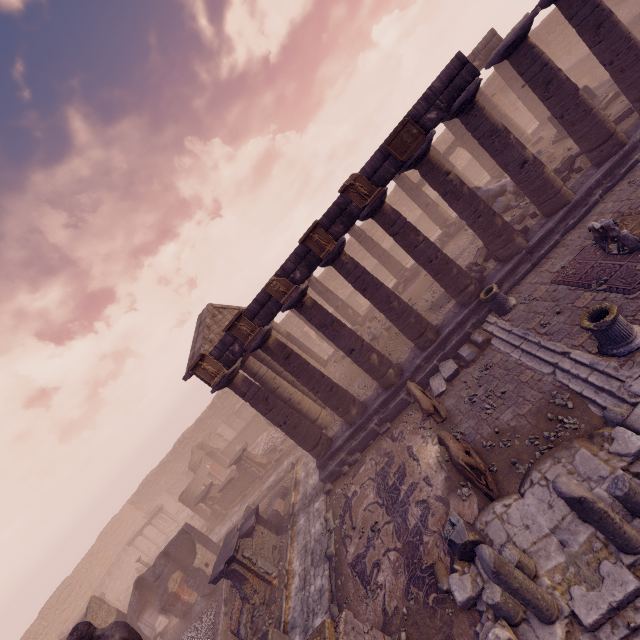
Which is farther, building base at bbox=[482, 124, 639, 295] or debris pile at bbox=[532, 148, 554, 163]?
debris pile at bbox=[532, 148, 554, 163]

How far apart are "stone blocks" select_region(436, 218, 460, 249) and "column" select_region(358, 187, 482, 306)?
8.1m

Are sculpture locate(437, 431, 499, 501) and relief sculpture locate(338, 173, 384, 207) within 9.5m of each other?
yes

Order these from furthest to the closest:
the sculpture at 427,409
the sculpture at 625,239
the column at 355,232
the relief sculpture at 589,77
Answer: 1. the column at 355,232
2. the relief sculpture at 589,77
3. the sculpture at 427,409
4. the sculpture at 625,239

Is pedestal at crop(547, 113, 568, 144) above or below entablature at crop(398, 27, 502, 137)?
below

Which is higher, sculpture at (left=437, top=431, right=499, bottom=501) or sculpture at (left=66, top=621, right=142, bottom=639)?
sculpture at (left=66, top=621, right=142, bottom=639)

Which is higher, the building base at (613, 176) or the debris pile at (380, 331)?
the debris pile at (380, 331)

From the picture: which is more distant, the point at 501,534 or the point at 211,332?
the point at 211,332
